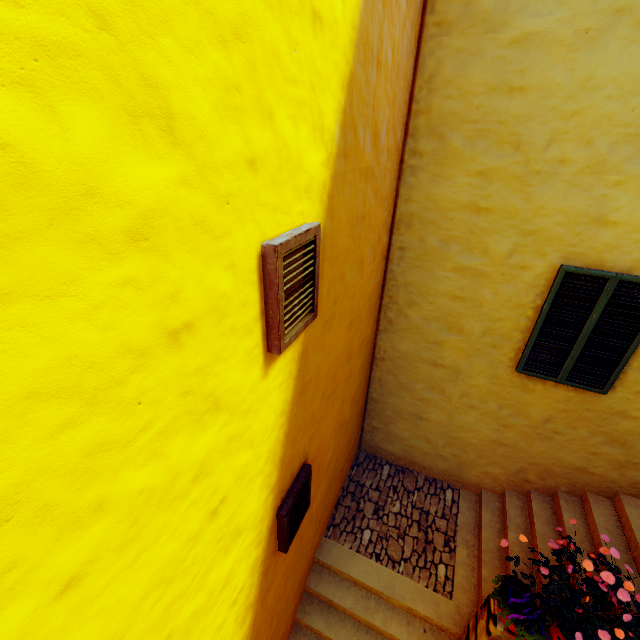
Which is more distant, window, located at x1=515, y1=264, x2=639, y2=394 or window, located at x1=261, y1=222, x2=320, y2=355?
window, located at x1=515, y1=264, x2=639, y2=394

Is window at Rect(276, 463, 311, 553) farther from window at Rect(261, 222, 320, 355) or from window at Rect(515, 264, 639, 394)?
window at Rect(515, 264, 639, 394)

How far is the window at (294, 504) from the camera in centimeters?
299cm

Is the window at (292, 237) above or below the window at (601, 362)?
above

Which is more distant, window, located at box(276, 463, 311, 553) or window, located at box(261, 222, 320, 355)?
window, located at box(276, 463, 311, 553)

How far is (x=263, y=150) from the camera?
1.53m

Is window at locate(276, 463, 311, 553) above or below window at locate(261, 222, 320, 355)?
below
